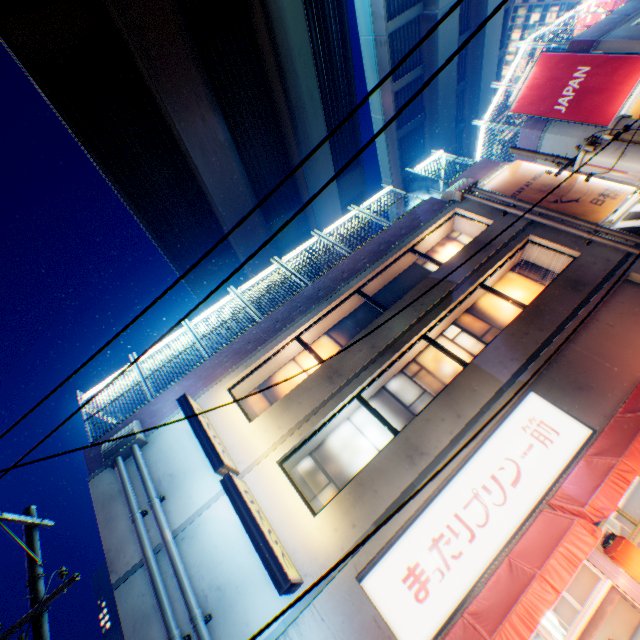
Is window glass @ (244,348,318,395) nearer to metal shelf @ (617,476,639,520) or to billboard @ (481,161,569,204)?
metal shelf @ (617,476,639,520)

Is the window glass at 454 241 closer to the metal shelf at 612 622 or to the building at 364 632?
the building at 364 632

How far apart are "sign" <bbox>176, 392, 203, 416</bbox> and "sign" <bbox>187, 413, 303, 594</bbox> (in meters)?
0.18

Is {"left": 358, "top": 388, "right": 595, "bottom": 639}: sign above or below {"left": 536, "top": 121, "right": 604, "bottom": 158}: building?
below

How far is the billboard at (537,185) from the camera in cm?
1228

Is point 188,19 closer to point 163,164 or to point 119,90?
point 119,90

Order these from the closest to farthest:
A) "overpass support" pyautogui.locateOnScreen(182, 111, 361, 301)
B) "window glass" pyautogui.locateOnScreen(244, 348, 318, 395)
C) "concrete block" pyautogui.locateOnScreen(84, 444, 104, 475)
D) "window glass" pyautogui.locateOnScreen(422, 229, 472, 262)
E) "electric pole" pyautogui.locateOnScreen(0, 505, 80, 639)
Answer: "electric pole" pyautogui.locateOnScreen(0, 505, 80, 639), "concrete block" pyautogui.locateOnScreen(84, 444, 104, 475), "window glass" pyautogui.locateOnScreen(244, 348, 318, 395), "window glass" pyautogui.locateOnScreen(422, 229, 472, 262), "overpass support" pyautogui.locateOnScreen(182, 111, 361, 301)

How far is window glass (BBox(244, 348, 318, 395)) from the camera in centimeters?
1095cm
